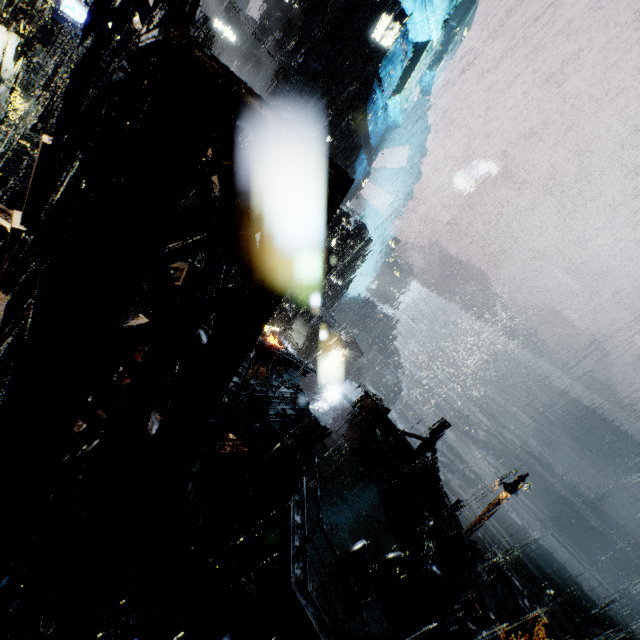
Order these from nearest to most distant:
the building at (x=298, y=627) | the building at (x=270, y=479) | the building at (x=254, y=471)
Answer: the building at (x=298, y=627) < the building at (x=270, y=479) < the building at (x=254, y=471)

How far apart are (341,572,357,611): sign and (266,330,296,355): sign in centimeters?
1280cm

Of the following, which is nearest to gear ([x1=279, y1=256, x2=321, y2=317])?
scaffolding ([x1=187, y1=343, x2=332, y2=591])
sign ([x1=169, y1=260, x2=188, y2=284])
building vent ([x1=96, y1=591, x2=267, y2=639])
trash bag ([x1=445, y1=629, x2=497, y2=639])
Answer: sign ([x1=169, y1=260, x2=188, y2=284])

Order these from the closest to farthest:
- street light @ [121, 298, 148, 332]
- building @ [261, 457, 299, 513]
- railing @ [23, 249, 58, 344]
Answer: railing @ [23, 249, 58, 344] → building @ [261, 457, 299, 513] → street light @ [121, 298, 148, 332]

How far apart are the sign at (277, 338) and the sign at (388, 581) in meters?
12.8

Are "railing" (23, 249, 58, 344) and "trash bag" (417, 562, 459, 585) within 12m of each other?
yes

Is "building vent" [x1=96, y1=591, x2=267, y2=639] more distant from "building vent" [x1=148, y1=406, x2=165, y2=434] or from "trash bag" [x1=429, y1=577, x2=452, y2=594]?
"trash bag" [x1=429, y1=577, x2=452, y2=594]

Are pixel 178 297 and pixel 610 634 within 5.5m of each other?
no
